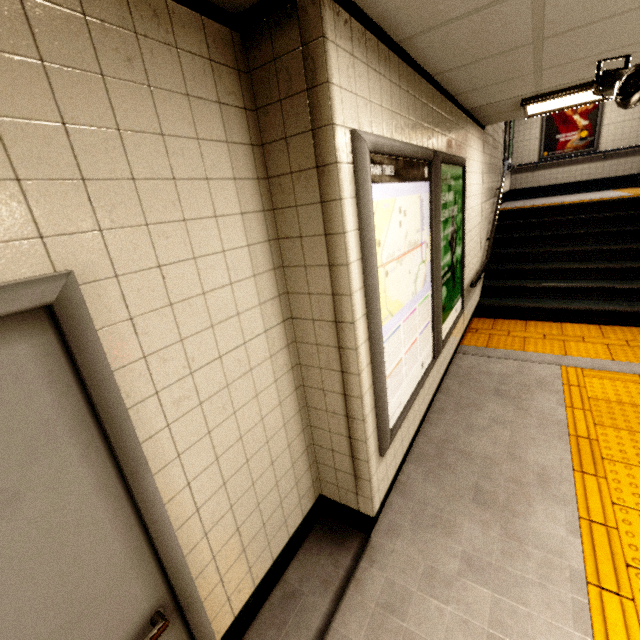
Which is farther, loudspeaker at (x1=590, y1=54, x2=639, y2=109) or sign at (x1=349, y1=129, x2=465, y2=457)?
loudspeaker at (x1=590, y1=54, x2=639, y2=109)

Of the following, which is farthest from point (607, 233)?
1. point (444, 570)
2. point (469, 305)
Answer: point (444, 570)

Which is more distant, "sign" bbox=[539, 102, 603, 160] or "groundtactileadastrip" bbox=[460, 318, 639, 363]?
"sign" bbox=[539, 102, 603, 160]

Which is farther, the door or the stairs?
the stairs

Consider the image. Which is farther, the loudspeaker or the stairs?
the stairs

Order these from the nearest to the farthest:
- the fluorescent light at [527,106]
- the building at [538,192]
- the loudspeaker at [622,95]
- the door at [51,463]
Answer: the door at [51,463] → the loudspeaker at [622,95] → the fluorescent light at [527,106] → the building at [538,192]

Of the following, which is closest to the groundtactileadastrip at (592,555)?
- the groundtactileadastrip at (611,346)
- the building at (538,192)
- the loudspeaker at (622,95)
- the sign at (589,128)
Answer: the groundtactileadastrip at (611,346)

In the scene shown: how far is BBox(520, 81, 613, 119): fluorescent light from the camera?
3.2 meters
